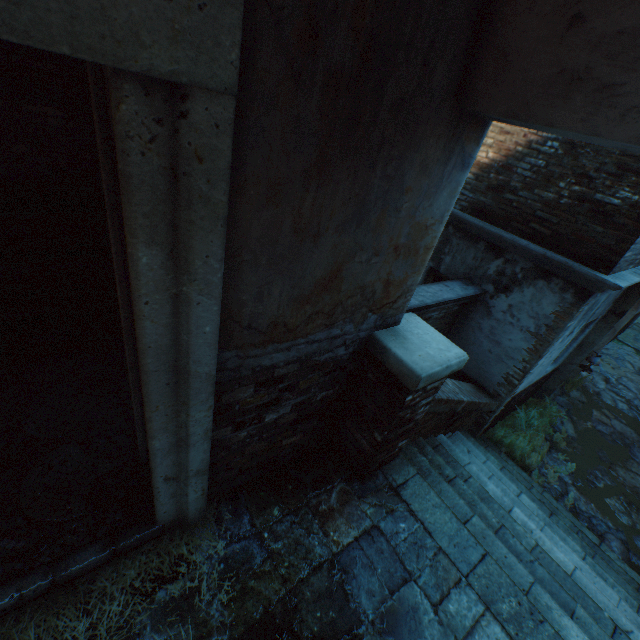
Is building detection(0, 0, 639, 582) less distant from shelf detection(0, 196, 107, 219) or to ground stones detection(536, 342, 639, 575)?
shelf detection(0, 196, 107, 219)

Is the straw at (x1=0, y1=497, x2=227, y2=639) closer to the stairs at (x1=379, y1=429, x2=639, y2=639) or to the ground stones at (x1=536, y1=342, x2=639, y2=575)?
the stairs at (x1=379, y1=429, x2=639, y2=639)

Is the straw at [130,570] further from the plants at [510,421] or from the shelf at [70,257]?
the plants at [510,421]

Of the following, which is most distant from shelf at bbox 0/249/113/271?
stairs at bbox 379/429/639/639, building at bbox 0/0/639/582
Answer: stairs at bbox 379/429/639/639

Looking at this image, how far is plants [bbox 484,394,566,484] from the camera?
6.4m

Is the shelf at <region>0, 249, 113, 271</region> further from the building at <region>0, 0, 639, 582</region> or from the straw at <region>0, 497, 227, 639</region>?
the straw at <region>0, 497, 227, 639</region>

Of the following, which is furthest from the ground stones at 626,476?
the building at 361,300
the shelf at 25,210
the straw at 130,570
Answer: the shelf at 25,210

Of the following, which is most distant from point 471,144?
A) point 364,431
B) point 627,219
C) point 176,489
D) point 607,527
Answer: point 607,527
